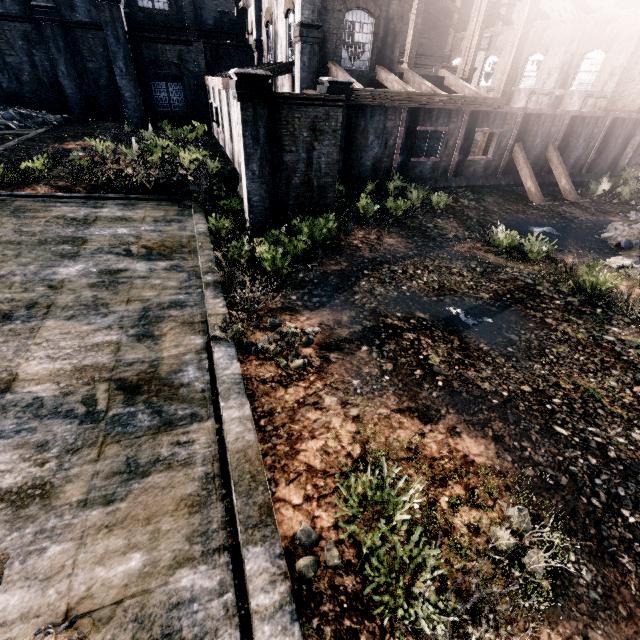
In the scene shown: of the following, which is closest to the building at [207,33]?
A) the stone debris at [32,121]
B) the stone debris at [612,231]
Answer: the stone debris at [612,231]

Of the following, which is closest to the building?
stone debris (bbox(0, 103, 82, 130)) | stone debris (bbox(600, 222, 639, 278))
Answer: stone debris (bbox(600, 222, 639, 278))

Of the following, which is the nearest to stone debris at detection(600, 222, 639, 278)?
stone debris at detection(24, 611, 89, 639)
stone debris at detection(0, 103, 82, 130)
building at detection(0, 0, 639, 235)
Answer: building at detection(0, 0, 639, 235)

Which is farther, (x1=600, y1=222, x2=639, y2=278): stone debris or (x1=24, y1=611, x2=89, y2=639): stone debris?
(x1=600, y1=222, x2=639, y2=278): stone debris

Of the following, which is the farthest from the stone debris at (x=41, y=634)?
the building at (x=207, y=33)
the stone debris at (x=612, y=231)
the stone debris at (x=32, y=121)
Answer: the stone debris at (x=32, y=121)

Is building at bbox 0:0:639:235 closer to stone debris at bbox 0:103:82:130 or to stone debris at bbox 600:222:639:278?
stone debris at bbox 600:222:639:278

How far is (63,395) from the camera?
6.7m
